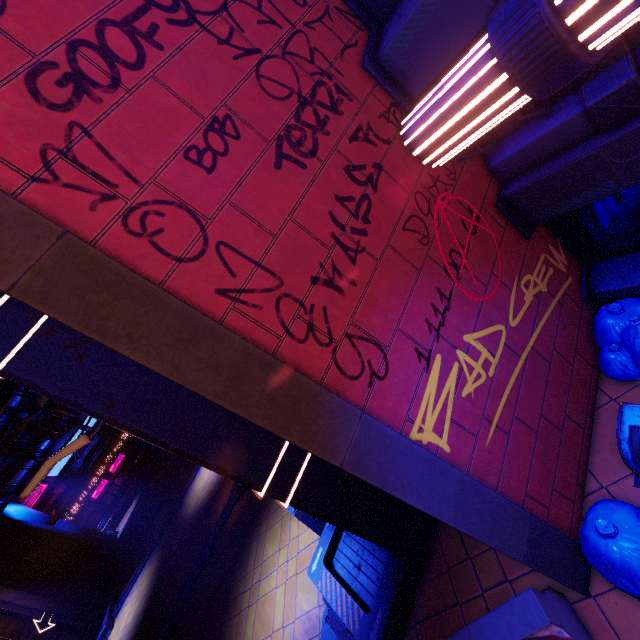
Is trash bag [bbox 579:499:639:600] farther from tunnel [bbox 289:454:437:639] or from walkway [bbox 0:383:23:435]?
walkway [bbox 0:383:23:435]

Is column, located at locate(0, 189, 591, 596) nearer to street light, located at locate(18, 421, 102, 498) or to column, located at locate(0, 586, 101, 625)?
street light, located at locate(18, 421, 102, 498)

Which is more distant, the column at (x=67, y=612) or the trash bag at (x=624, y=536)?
the column at (x=67, y=612)

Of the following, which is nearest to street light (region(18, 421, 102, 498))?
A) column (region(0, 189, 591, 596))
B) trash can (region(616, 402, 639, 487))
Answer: column (region(0, 189, 591, 596))

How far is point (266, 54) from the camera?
3.08m

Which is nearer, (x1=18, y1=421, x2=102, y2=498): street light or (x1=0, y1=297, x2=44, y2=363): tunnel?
(x1=0, y1=297, x2=44, y2=363): tunnel

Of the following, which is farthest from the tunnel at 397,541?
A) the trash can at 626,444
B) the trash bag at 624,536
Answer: the trash can at 626,444

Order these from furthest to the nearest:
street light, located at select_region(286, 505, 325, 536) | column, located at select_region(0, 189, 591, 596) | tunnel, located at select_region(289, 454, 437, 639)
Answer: street light, located at select_region(286, 505, 325, 536), tunnel, located at select_region(289, 454, 437, 639), column, located at select_region(0, 189, 591, 596)
